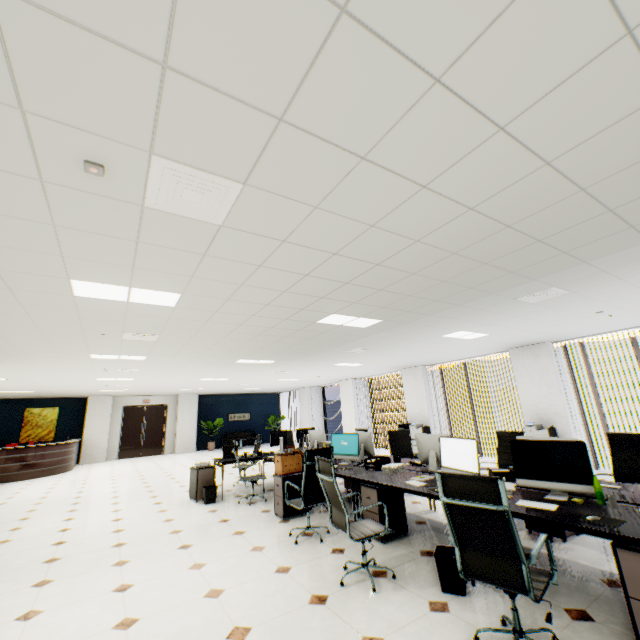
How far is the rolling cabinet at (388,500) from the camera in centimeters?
420cm

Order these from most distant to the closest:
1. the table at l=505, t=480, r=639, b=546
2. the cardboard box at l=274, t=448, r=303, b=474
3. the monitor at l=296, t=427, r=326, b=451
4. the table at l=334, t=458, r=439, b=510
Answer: the monitor at l=296, t=427, r=326, b=451
the cardboard box at l=274, t=448, r=303, b=474
the table at l=334, t=458, r=439, b=510
the table at l=505, t=480, r=639, b=546

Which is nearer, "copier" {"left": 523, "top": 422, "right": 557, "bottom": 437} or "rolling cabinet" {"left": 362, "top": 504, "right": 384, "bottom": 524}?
"rolling cabinet" {"left": 362, "top": 504, "right": 384, "bottom": 524}

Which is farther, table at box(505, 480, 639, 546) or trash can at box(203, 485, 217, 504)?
trash can at box(203, 485, 217, 504)

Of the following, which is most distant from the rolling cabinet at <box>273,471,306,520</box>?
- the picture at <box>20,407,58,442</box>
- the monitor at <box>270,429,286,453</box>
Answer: the picture at <box>20,407,58,442</box>

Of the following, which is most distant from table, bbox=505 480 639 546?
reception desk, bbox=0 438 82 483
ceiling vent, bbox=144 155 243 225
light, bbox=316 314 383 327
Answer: reception desk, bbox=0 438 82 483

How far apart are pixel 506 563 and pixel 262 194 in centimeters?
290cm

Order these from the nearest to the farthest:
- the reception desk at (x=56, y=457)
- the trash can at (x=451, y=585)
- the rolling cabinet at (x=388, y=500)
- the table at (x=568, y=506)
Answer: the table at (x=568, y=506), the trash can at (x=451, y=585), the rolling cabinet at (x=388, y=500), the reception desk at (x=56, y=457)
